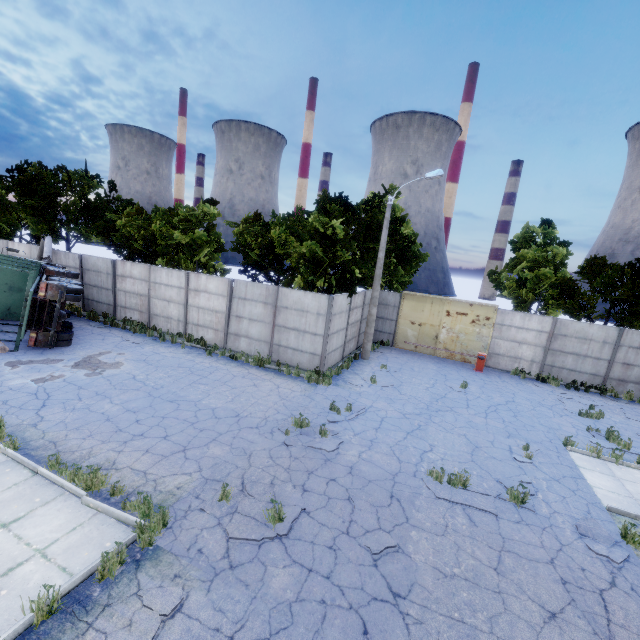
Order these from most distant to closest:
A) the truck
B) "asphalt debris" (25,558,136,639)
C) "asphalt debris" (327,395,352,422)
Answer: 1. the truck
2. "asphalt debris" (327,395,352,422)
3. "asphalt debris" (25,558,136,639)

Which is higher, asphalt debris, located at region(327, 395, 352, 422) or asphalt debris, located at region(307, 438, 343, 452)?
asphalt debris, located at region(307, 438, 343, 452)

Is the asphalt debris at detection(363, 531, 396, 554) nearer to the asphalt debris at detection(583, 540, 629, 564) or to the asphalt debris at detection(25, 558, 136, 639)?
the asphalt debris at detection(25, 558, 136, 639)

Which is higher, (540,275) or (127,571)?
(540,275)

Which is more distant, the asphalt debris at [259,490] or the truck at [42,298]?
the truck at [42,298]

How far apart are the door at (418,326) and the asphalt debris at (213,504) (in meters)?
15.78

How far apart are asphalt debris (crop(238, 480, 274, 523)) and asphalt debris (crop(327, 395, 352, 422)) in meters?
3.3

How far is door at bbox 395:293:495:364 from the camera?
19.95m
